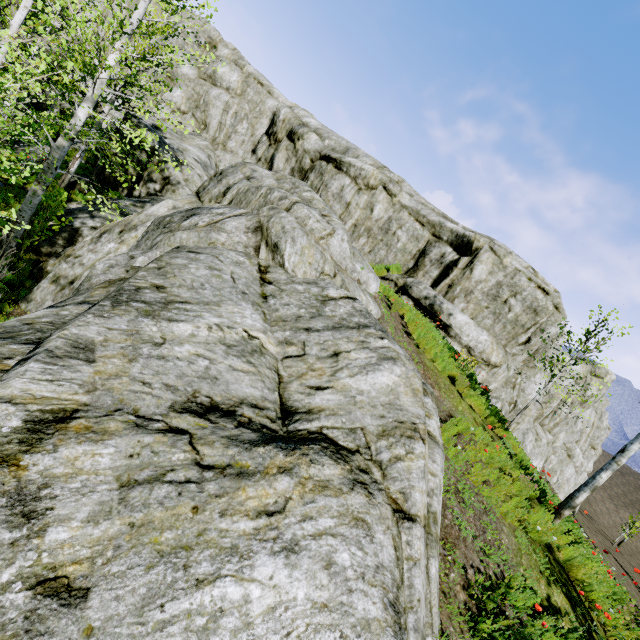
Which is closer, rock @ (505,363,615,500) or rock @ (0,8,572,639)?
rock @ (0,8,572,639)

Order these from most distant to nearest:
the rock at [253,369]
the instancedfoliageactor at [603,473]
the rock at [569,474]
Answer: the rock at [569,474]
the instancedfoliageactor at [603,473]
the rock at [253,369]

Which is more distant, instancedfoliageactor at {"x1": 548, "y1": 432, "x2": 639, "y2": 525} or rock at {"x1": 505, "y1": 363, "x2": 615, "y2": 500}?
rock at {"x1": 505, "y1": 363, "x2": 615, "y2": 500}

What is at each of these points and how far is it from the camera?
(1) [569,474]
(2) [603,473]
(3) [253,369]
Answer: (1) rock, 24.38m
(2) instancedfoliageactor, 7.45m
(3) rock, 4.15m

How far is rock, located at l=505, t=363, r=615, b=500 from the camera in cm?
1952

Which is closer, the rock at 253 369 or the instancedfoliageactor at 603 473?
the rock at 253 369

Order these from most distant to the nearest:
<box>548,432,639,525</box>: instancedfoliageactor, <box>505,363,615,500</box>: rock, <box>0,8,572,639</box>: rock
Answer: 1. <box>505,363,615,500</box>: rock
2. <box>548,432,639,525</box>: instancedfoliageactor
3. <box>0,8,572,639</box>: rock
